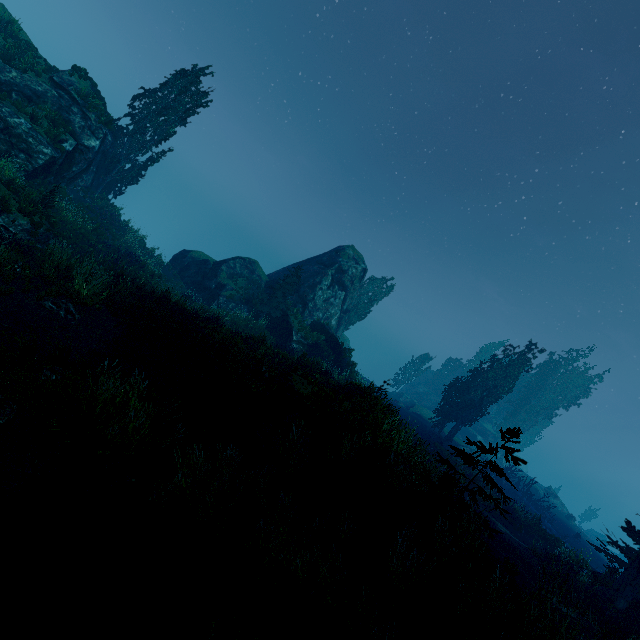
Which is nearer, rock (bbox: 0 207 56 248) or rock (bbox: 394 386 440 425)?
rock (bbox: 0 207 56 248)

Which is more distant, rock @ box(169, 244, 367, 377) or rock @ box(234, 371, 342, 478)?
rock @ box(169, 244, 367, 377)

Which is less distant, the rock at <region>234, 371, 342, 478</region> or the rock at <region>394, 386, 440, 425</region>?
the rock at <region>234, 371, 342, 478</region>

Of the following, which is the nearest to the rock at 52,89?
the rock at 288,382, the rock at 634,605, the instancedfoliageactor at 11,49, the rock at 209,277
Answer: the instancedfoliageactor at 11,49

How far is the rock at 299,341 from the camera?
27.8 meters

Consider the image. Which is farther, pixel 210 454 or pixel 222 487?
pixel 210 454

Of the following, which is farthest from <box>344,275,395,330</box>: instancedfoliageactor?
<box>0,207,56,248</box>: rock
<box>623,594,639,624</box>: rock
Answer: <box>0,207,56,248</box>: rock

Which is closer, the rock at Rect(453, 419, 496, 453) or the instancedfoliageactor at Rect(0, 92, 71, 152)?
the instancedfoliageactor at Rect(0, 92, 71, 152)
